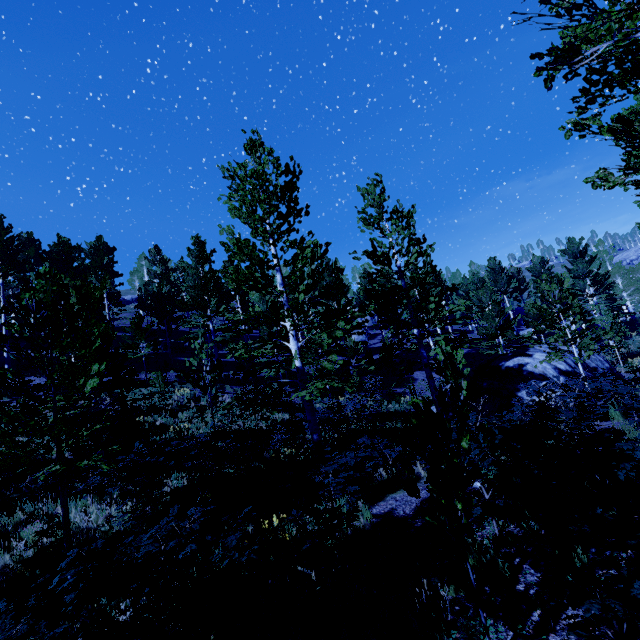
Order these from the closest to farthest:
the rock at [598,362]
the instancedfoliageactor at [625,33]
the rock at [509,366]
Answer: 1. the instancedfoliageactor at [625,33]
2. the rock at [509,366]
3. the rock at [598,362]

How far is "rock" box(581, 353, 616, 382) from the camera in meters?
14.8 m

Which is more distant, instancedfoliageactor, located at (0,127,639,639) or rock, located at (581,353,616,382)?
rock, located at (581,353,616,382)

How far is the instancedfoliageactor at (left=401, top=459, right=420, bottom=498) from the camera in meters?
3.3 m

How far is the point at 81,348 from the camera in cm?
577

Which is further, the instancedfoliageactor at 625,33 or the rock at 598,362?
the rock at 598,362
